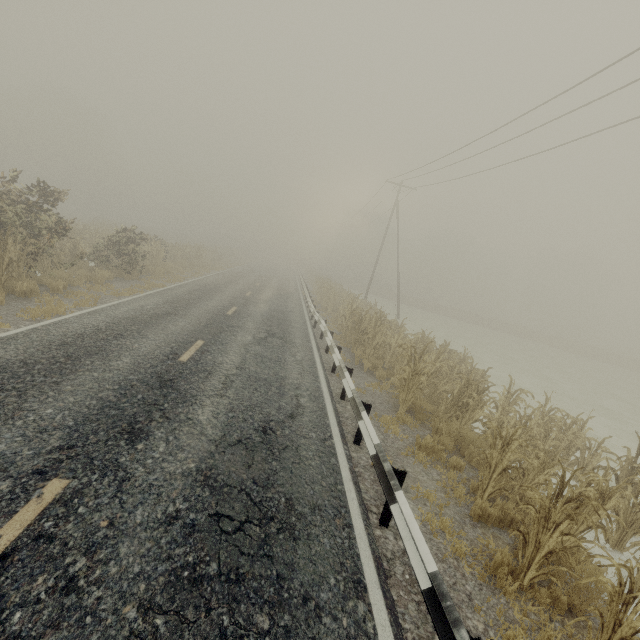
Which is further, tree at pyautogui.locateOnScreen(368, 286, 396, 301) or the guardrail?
tree at pyautogui.locateOnScreen(368, 286, 396, 301)

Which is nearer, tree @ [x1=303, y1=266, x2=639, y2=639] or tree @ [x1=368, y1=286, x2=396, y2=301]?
tree @ [x1=303, y1=266, x2=639, y2=639]

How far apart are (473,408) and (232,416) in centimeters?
615cm

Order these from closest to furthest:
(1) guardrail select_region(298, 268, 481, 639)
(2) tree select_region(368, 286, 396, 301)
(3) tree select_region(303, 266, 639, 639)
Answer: (1) guardrail select_region(298, 268, 481, 639), (3) tree select_region(303, 266, 639, 639), (2) tree select_region(368, 286, 396, 301)

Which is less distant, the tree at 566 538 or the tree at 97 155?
the tree at 566 538

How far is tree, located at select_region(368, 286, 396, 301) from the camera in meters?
55.4

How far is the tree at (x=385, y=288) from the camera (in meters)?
55.44

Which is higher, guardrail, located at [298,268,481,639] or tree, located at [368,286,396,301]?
tree, located at [368,286,396,301]
